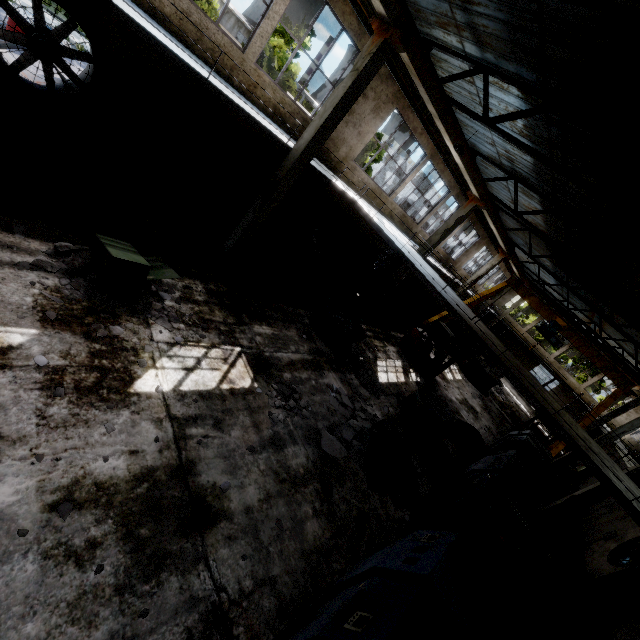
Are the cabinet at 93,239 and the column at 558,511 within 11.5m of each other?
no

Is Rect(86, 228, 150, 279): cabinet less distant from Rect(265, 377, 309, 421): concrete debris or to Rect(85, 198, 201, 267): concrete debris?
Rect(85, 198, 201, 267): concrete debris

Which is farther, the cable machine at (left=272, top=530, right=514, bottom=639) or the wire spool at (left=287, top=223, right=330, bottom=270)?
the wire spool at (left=287, top=223, right=330, bottom=270)

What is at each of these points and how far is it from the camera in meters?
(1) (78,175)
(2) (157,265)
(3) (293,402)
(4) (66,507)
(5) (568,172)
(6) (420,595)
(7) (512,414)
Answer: Answer:
(1) wire spool, 7.0 m
(2) cabinet door, 7.4 m
(3) concrete debris, 8.0 m
(4) concrete debris, 3.9 m
(5) roof support, 8.2 m
(6) cable machine, 4.3 m
(7) concrete debris, 23.9 m

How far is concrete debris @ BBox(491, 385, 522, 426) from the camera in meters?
23.7 m

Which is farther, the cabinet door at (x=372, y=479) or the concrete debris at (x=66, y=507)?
the cabinet door at (x=372, y=479)

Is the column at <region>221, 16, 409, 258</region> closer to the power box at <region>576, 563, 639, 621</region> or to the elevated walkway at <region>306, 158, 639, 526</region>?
the elevated walkway at <region>306, 158, 639, 526</region>

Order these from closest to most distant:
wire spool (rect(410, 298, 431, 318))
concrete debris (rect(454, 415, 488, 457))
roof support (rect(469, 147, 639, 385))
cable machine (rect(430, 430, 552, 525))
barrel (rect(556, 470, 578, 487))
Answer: cable machine (rect(430, 430, 552, 525)) < roof support (rect(469, 147, 639, 385)) < concrete debris (rect(454, 415, 488, 457)) < barrel (rect(556, 470, 578, 487)) < wire spool (rect(410, 298, 431, 318))
